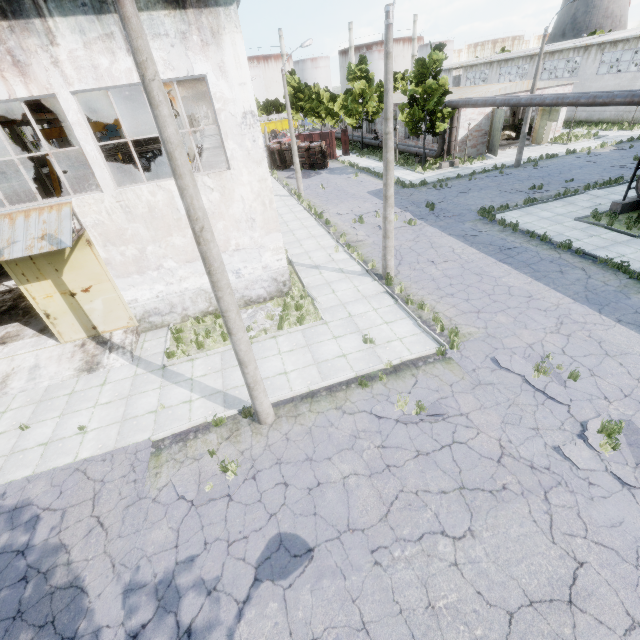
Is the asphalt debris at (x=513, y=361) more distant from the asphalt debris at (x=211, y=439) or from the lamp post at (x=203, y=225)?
the asphalt debris at (x=211, y=439)

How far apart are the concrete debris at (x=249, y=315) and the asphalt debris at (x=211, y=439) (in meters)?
4.09

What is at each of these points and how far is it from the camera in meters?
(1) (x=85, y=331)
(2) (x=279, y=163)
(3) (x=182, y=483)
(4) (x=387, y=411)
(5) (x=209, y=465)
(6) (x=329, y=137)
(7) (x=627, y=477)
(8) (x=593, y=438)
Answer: (1) door, 12.5
(2) truck, 39.5
(3) asphalt debris, 7.6
(4) asphalt debris, 8.6
(5) asphalt debris, 7.9
(6) truck dump body, 40.0
(7) asphalt debris, 6.5
(8) asphalt debris, 7.3

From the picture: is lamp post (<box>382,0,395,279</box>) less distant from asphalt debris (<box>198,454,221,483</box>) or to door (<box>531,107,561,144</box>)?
asphalt debris (<box>198,454,221,483</box>)

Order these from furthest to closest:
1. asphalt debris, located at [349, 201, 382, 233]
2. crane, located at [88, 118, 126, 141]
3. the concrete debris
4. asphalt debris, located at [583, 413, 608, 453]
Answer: crane, located at [88, 118, 126, 141] → asphalt debris, located at [349, 201, 382, 233] → the concrete debris → asphalt debris, located at [583, 413, 608, 453]

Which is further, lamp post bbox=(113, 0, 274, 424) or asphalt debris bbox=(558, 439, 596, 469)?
asphalt debris bbox=(558, 439, 596, 469)

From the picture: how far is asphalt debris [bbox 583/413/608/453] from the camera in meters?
7.1

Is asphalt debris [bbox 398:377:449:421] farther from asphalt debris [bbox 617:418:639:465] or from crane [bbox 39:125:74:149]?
crane [bbox 39:125:74:149]
